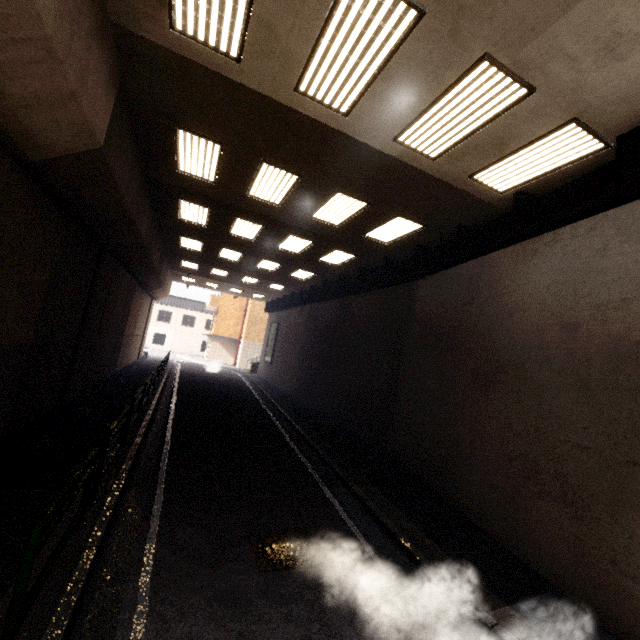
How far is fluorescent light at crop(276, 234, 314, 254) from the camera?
12.0m

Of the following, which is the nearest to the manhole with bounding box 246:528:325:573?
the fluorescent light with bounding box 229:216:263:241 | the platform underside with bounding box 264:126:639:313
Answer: the platform underside with bounding box 264:126:639:313

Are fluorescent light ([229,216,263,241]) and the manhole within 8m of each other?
no

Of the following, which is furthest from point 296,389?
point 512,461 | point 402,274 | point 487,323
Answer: point 512,461

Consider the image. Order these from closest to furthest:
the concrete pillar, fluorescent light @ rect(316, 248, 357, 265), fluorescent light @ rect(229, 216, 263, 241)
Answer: the concrete pillar
fluorescent light @ rect(229, 216, 263, 241)
fluorescent light @ rect(316, 248, 357, 265)

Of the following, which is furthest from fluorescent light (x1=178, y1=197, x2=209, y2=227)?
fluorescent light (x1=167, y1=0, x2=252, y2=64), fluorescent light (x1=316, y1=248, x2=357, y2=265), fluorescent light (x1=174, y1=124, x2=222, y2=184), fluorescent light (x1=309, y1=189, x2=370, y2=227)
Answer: fluorescent light (x1=167, y1=0, x2=252, y2=64)

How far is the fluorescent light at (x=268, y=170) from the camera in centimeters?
760cm

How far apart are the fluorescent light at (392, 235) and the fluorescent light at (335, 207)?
0.9 meters
